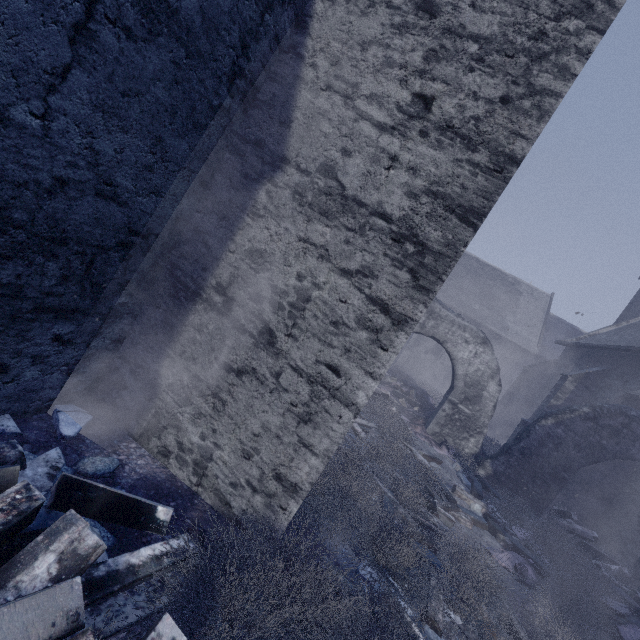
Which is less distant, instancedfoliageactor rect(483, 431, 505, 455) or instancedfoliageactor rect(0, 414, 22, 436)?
instancedfoliageactor rect(0, 414, 22, 436)

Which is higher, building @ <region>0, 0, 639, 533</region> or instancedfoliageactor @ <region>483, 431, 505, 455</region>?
building @ <region>0, 0, 639, 533</region>

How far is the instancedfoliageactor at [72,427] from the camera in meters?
2.9 m

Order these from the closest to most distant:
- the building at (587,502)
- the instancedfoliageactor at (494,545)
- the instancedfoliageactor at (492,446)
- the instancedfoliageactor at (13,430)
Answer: the instancedfoliageactor at (494,545), the instancedfoliageactor at (13,430), the building at (587,502), the instancedfoliageactor at (492,446)

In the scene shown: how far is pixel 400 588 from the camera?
3.46m

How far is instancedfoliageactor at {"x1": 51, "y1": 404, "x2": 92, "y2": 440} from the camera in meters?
2.9 m

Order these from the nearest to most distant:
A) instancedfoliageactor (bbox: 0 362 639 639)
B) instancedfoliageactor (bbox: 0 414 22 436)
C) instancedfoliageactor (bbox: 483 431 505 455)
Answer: instancedfoliageactor (bbox: 0 362 639 639) → instancedfoliageactor (bbox: 0 414 22 436) → instancedfoliageactor (bbox: 483 431 505 455)
